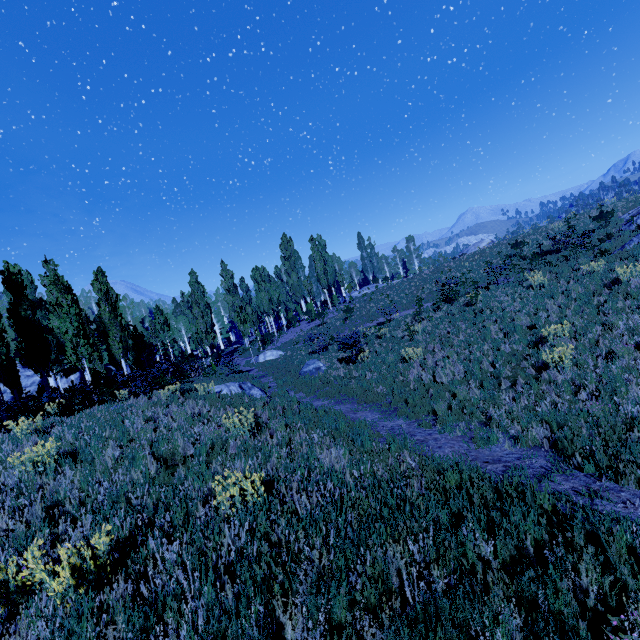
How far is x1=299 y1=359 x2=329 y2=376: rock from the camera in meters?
17.3

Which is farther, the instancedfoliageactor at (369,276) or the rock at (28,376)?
the instancedfoliageactor at (369,276)

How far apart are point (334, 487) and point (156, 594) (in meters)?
2.81

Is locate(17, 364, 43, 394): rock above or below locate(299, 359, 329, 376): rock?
above

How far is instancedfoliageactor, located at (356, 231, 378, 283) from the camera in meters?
56.5 m

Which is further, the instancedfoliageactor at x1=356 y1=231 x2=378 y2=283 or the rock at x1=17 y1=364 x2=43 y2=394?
the instancedfoliageactor at x1=356 y1=231 x2=378 y2=283

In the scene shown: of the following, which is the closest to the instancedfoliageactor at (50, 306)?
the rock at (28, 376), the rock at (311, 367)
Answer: the rock at (28, 376)

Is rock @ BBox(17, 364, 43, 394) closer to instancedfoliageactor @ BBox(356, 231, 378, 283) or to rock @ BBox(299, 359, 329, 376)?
instancedfoliageactor @ BBox(356, 231, 378, 283)
